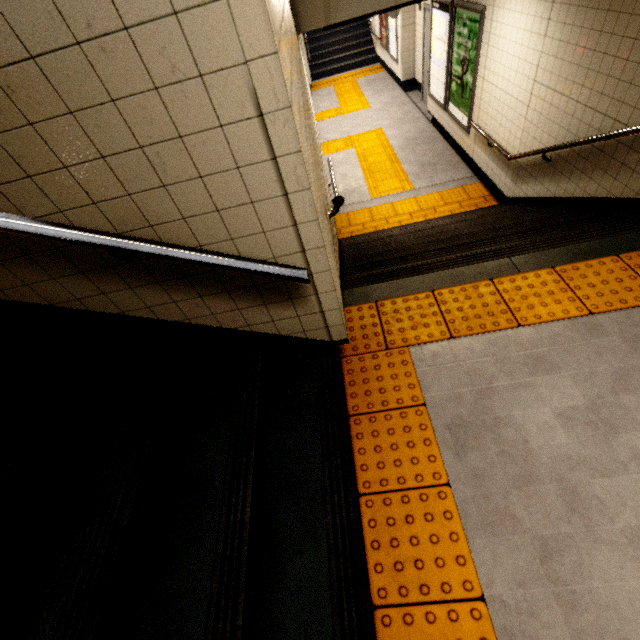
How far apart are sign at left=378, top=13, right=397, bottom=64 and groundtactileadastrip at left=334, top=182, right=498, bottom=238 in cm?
666

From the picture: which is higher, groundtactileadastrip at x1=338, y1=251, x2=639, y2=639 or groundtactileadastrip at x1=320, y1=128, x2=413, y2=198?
groundtactileadastrip at x1=338, y1=251, x2=639, y2=639

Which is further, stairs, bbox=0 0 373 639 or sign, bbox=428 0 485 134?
sign, bbox=428 0 485 134

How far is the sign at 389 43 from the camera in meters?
9.7

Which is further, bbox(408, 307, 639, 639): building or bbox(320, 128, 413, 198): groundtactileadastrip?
bbox(320, 128, 413, 198): groundtactileadastrip

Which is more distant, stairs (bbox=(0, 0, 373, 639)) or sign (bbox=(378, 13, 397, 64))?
sign (bbox=(378, 13, 397, 64))

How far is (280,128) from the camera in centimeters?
111cm

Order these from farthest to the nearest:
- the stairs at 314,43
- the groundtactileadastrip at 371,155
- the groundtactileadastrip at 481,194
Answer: the groundtactileadastrip at 371,155 < the groundtactileadastrip at 481,194 < the stairs at 314,43
